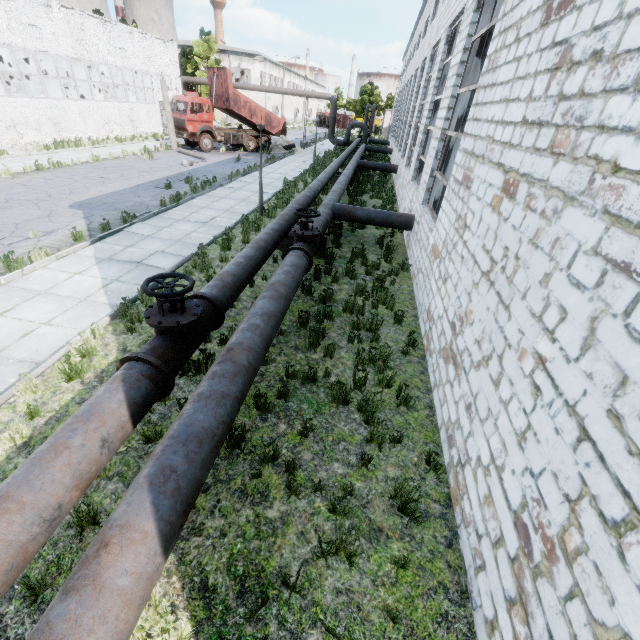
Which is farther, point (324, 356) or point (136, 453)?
point (324, 356)

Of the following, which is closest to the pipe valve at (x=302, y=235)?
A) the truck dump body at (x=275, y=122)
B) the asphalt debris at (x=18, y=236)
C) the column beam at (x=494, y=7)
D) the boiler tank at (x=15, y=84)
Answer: the column beam at (x=494, y=7)

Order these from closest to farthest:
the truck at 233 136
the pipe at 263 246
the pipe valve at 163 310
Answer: the pipe valve at 163 310 < the pipe at 263 246 < the truck at 233 136

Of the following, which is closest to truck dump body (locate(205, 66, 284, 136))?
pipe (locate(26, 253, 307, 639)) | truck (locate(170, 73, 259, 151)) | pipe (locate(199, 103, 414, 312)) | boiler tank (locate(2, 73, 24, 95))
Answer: truck (locate(170, 73, 259, 151))

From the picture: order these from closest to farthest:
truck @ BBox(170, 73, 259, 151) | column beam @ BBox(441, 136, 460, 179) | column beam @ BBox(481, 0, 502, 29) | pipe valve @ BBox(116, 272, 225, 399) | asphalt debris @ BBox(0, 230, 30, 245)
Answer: pipe valve @ BBox(116, 272, 225, 399) < column beam @ BBox(481, 0, 502, 29) < asphalt debris @ BBox(0, 230, 30, 245) < column beam @ BBox(441, 136, 460, 179) < truck @ BBox(170, 73, 259, 151)

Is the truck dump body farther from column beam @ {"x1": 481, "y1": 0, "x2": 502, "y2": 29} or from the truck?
column beam @ {"x1": 481, "y1": 0, "x2": 502, "y2": 29}

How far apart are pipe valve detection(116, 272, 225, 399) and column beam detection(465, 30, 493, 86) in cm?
850

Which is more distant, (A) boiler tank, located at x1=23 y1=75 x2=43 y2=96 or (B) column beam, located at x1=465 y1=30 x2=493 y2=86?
(A) boiler tank, located at x1=23 y1=75 x2=43 y2=96
